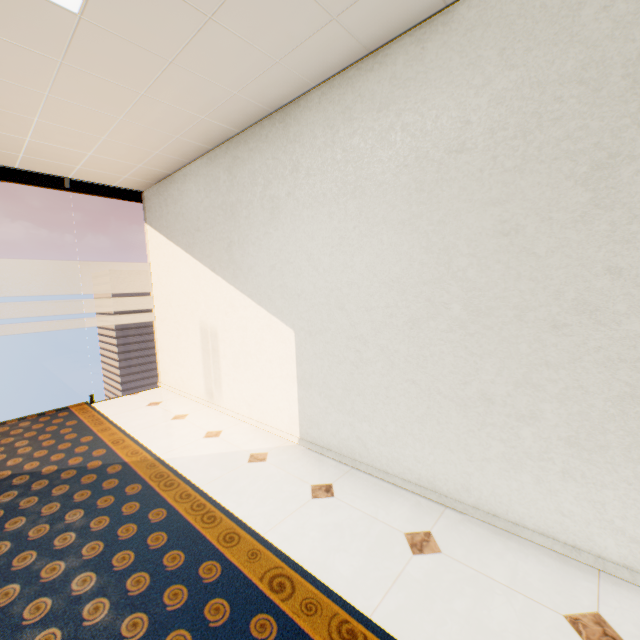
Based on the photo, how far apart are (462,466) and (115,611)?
1.97m
